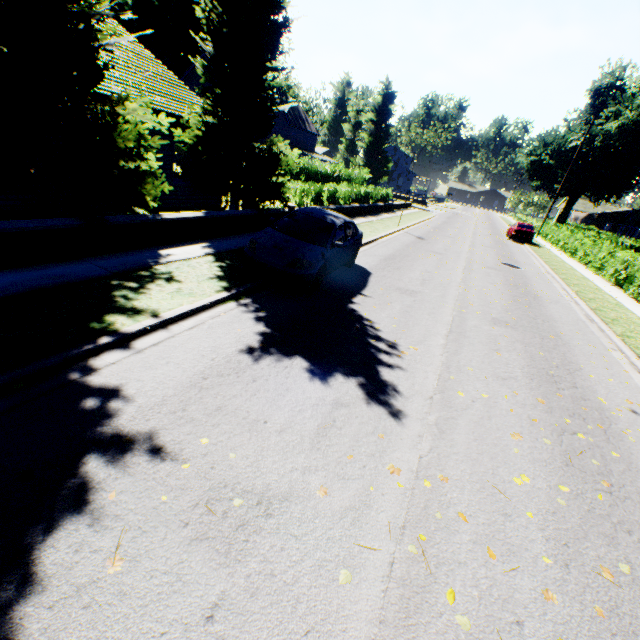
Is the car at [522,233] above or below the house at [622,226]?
below

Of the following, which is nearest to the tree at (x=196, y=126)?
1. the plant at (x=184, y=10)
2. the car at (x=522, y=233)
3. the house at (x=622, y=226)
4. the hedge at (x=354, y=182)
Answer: the hedge at (x=354, y=182)

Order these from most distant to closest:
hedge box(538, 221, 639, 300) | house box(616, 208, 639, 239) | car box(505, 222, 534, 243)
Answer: house box(616, 208, 639, 239), car box(505, 222, 534, 243), hedge box(538, 221, 639, 300)

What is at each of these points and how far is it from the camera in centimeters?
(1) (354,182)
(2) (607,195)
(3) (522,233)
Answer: (1) hedge, 2673cm
(2) plant, 4850cm
(3) car, 2856cm

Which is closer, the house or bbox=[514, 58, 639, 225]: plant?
bbox=[514, 58, 639, 225]: plant

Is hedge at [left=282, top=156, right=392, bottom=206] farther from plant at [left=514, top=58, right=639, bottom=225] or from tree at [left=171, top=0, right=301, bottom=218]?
plant at [left=514, top=58, right=639, bottom=225]

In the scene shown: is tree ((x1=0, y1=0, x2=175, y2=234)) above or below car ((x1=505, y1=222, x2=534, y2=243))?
above

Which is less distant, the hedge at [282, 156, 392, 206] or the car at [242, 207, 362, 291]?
the car at [242, 207, 362, 291]
